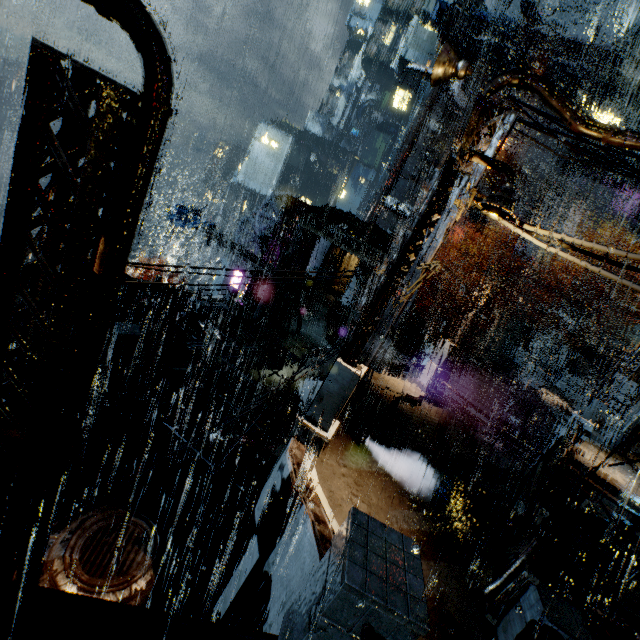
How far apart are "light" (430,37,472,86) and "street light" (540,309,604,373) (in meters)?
25.30

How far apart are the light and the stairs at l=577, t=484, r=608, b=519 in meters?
17.1 m

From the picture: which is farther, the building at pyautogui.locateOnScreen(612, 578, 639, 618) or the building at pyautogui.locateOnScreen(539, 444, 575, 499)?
the building at pyautogui.locateOnScreen(539, 444, 575, 499)

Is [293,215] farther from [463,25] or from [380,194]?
[463,25]

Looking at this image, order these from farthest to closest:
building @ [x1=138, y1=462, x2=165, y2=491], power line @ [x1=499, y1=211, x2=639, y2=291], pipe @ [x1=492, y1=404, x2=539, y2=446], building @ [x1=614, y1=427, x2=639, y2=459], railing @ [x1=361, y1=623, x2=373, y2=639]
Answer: pipe @ [x1=492, y1=404, x2=539, y2=446] → building @ [x1=614, y1=427, x2=639, y2=459] → building @ [x1=138, y1=462, x2=165, y2=491] → power line @ [x1=499, y1=211, x2=639, y2=291] → railing @ [x1=361, y1=623, x2=373, y2=639]

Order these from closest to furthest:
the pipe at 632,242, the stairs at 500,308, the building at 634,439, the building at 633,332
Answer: the building at 634,439 → the building at 633,332 → the stairs at 500,308 → the pipe at 632,242

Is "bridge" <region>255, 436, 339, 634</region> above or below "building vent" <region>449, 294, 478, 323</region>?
below

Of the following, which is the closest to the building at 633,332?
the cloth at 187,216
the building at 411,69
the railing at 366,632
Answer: the railing at 366,632
